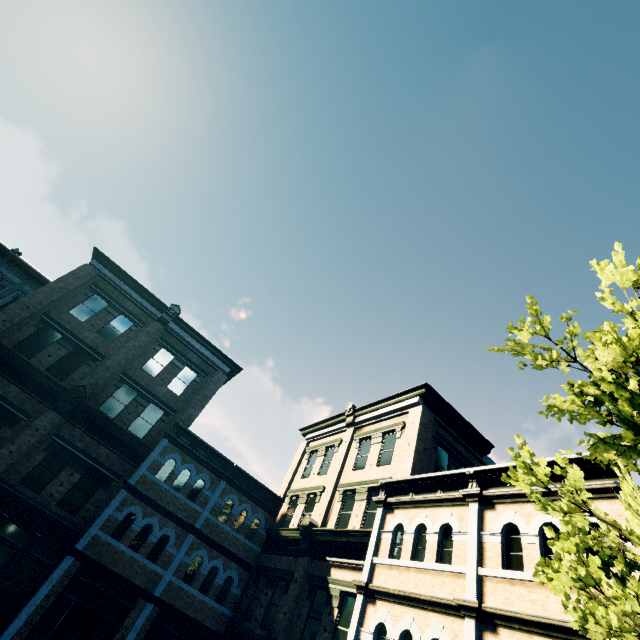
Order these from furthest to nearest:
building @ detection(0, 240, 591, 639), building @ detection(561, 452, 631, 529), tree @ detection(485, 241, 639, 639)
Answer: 1. building @ detection(0, 240, 591, 639)
2. building @ detection(561, 452, 631, 529)
3. tree @ detection(485, 241, 639, 639)

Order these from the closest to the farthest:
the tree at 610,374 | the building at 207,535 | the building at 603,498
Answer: the tree at 610,374 < the building at 603,498 < the building at 207,535

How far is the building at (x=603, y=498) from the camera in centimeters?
727cm

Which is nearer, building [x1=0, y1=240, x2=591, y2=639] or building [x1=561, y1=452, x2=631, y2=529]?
building [x1=561, y1=452, x2=631, y2=529]

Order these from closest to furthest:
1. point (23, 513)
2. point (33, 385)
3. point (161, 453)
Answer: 1. point (23, 513)
2. point (33, 385)
3. point (161, 453)

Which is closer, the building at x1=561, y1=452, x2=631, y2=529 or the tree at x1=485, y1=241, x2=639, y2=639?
the tree at x1=485, y1=241, x2=639, y2=639

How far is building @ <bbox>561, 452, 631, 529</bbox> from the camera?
7.27m
